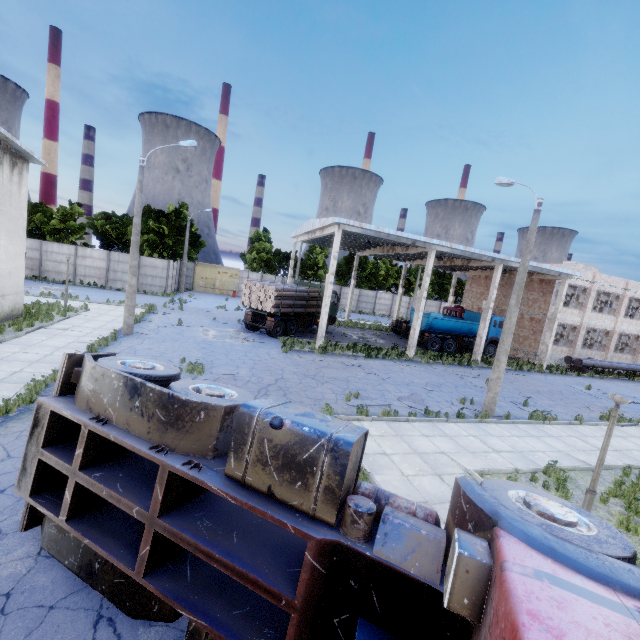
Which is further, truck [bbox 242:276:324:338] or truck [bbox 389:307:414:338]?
truck [bbox 389:307:414:338]

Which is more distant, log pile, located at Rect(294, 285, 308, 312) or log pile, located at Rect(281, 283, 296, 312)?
log pile, located at Rect(294, 285, 308, 312)

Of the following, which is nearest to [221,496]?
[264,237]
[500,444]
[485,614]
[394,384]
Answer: [485,614]

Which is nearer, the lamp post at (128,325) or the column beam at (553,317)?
the lamp post at (128,325)

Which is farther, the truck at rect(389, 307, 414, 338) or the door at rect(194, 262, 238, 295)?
the door at rect(194, 262, 238, 295)

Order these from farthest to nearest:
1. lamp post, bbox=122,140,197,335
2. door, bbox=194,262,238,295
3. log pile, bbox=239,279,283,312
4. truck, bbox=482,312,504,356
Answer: door, bbox=194,262,238,295 < truck, bbox=482,312,504,356 < log pile, bbox=239,279,283,312 < lamp post, bbox=122,140,197,335

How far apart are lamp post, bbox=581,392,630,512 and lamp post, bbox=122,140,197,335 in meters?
18.6 m

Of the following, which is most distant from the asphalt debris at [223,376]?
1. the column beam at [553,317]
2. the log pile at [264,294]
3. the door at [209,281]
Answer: the door at [209,281]
